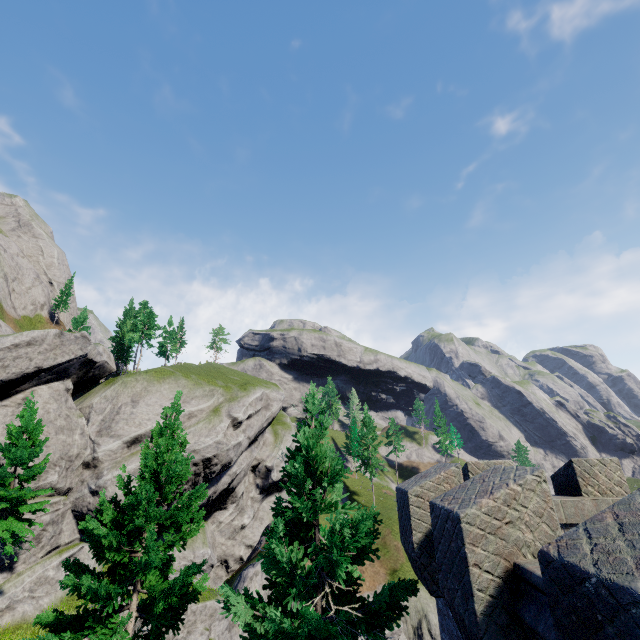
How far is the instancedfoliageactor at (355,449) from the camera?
52.66m

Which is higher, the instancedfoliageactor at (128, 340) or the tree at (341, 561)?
the instancedfoliageactor at (128, 340)

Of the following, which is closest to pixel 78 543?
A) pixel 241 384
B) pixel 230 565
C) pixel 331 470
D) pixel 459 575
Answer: pixel 230 565

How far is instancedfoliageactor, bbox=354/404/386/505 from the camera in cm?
5266

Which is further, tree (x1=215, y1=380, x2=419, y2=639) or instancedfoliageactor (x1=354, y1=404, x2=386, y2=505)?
instancedfoliageactor (x1=354, y1=404, x2=386, y2=505)

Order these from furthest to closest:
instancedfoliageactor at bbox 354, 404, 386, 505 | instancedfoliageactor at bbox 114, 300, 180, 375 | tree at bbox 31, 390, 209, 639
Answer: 1. instancedfoliageactor at bbox 354, 404, 386, 505
2. instancedfoliageactor at bbox 114, 300, 180, 375
3. tree at bbox 31, 390, 209, 639

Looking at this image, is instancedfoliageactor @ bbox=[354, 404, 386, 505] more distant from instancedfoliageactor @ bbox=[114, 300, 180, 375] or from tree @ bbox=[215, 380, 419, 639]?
tree @ bbox=[215, 380, 419, 639]

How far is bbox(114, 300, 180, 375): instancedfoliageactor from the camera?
48.9m
